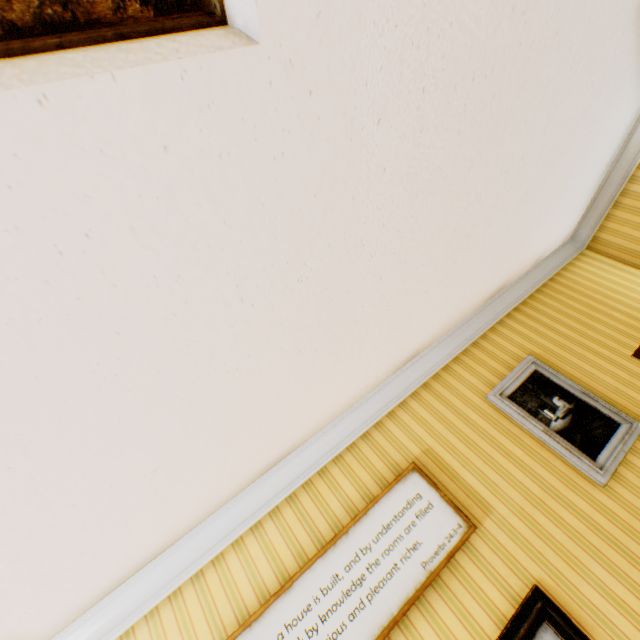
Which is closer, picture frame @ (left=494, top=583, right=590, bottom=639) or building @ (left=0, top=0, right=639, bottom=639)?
building @ (left=0, top=0, right=639, bottom=639)

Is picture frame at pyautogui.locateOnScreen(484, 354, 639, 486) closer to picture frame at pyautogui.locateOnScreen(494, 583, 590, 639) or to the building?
the building

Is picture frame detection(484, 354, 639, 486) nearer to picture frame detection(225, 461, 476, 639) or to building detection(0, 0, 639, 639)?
building detection(0, 0, 639, 639)

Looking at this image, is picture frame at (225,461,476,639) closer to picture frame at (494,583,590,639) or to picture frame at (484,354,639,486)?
picture frame at (494,583,590,639)

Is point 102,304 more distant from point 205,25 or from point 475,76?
point 475,76

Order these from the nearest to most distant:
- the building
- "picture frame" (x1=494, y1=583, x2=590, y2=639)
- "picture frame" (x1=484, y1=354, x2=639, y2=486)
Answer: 1. the building
2. "picture frame" (x1=494, y1=583, x2=590, y2=639)
3. "picture frame" (x1=484, y1=354, x2=639, y2=486)

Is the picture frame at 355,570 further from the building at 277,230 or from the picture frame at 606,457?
the picture frame at 606,457

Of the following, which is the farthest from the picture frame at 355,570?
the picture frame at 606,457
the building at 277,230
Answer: the picture frame at 606,457
